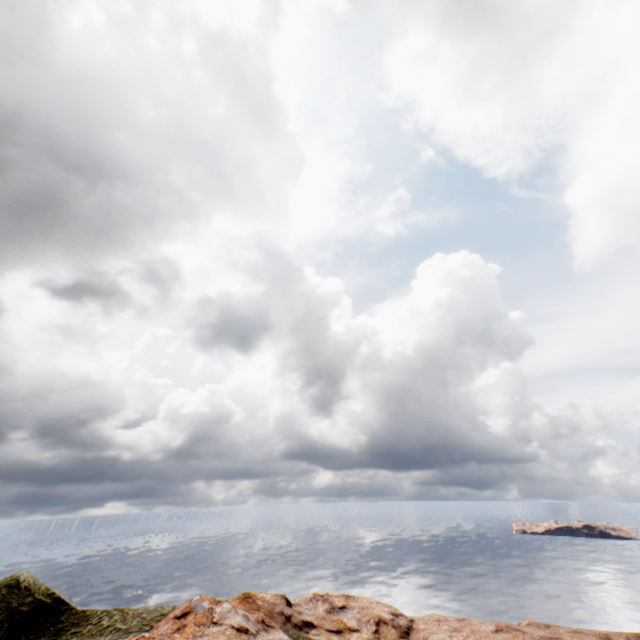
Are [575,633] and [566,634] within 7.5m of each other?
yes
